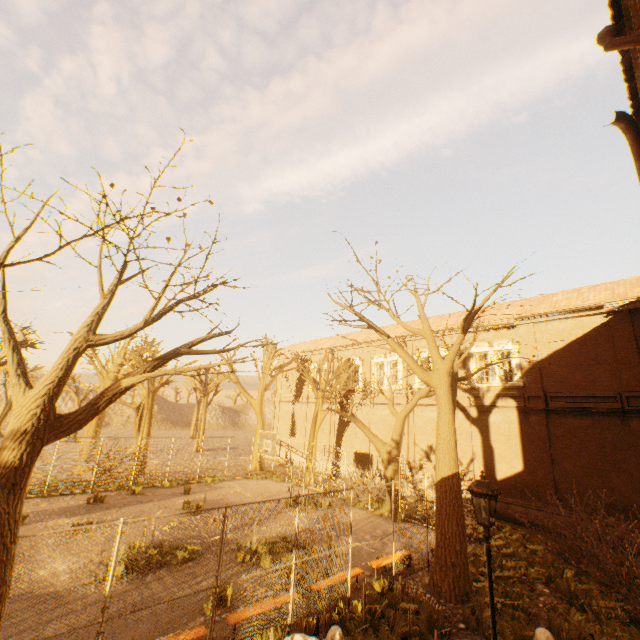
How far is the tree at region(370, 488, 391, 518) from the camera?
17.0m

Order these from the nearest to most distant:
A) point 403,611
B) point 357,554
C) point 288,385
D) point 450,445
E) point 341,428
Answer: point 403,611, point 450,445, point 357,554, point 341,428, point 288,385

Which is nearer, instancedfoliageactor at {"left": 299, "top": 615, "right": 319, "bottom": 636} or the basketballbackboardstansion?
instancedfoliageactor at {"left": 299, "top": 615, "right": 319, "bottom": 636}

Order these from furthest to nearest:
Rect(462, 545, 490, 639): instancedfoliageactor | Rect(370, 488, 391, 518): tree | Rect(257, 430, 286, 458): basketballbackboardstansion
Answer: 1. Rect(370, 488, 391, 518): tree
2. Rect(257, 430, 286, 458): basketballbackboardstansion
3. Rect(462, 545, 490, 639): instancedfoliageactor

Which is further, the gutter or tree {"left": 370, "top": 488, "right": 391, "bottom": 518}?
tree {"left": 370, "top": 488, "right": 391, "bottom": 518}

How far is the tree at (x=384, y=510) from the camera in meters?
17.0

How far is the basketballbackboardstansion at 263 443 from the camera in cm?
1617

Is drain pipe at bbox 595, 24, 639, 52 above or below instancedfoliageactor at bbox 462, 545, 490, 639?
above
